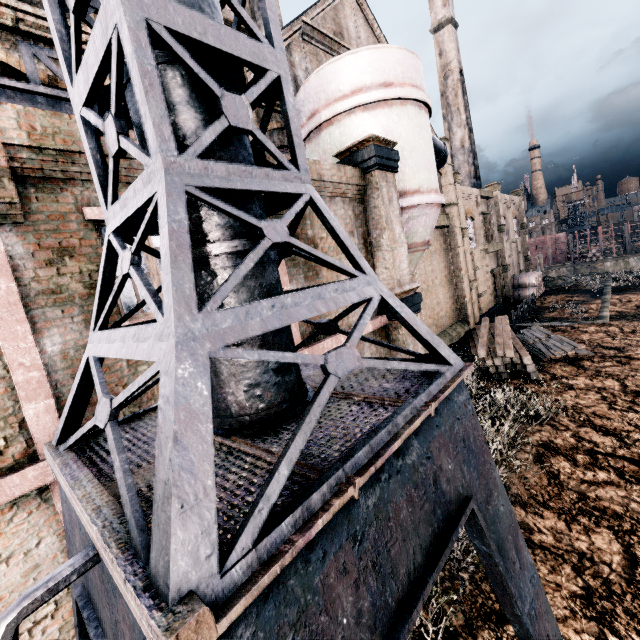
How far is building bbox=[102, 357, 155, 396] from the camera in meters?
4.7 m

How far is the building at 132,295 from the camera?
4.9 meters

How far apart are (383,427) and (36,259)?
4.9 meters

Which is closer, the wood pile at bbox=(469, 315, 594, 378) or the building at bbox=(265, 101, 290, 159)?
the building at bbox=(265, 101, 290, 159)

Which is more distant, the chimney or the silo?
the chimney

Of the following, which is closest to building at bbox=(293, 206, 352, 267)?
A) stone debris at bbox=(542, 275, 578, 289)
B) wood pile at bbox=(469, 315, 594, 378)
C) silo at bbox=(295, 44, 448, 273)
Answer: silo at bbox=(295, 44, 448, 273)

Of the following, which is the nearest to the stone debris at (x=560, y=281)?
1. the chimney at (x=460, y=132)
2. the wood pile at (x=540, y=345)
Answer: the chimney at (x=460, y=132)
